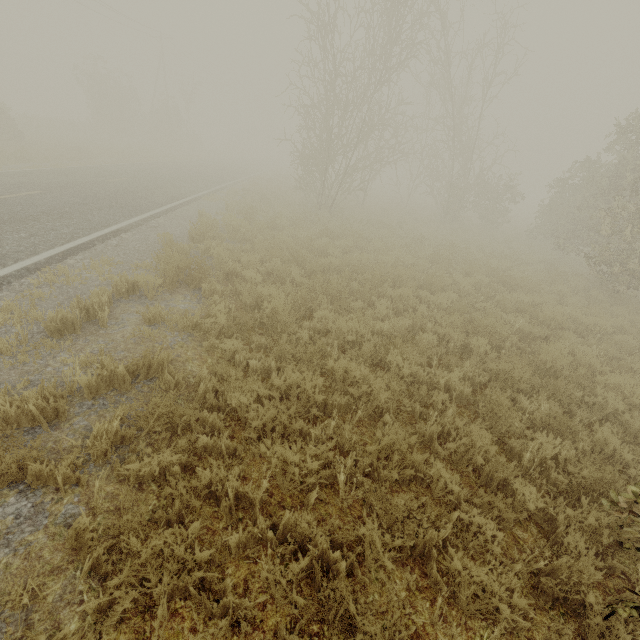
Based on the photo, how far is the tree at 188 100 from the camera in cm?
3719

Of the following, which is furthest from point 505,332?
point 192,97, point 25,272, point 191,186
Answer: point 192,97

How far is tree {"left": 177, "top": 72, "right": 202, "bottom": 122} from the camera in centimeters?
3719cm

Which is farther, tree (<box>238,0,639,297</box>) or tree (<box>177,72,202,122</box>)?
tree (<box>177,72,202,122</box>)

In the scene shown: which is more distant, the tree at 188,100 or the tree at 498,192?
the tree at 188,100
